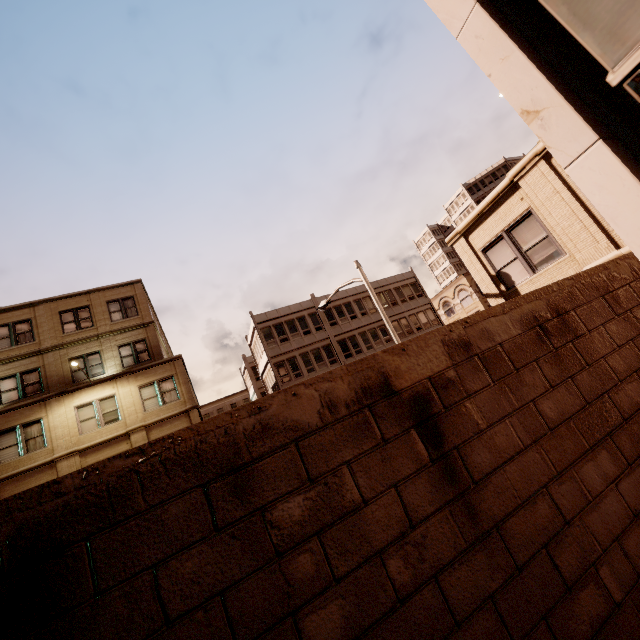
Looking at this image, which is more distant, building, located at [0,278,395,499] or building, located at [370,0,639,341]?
building, located at [0,278,395,499]

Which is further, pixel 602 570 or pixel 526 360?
pixel 526 360

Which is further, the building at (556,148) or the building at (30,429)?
the building at (30,429)
